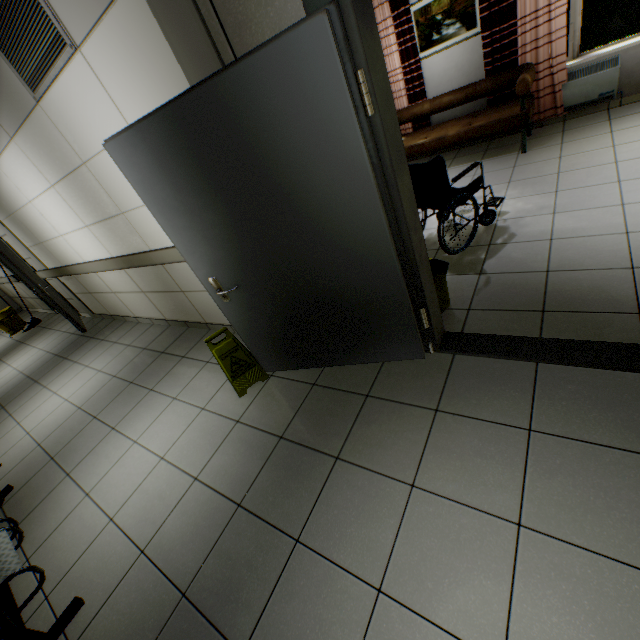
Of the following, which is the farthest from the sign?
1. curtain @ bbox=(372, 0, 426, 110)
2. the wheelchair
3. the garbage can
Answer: curtain @ bbox=(372, 0, 426, 110)

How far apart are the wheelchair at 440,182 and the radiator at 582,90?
2.6 meters

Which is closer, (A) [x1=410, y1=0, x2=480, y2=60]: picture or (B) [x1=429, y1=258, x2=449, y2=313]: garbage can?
(B) [x1=429, y1=258, x2=449, y2=313]: garbage can

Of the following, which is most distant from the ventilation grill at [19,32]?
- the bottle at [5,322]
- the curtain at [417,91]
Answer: the bottle at [5,322]

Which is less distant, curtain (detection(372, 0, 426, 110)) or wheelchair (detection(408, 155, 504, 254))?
wheelchair (detection(408, 155, 504, 254))

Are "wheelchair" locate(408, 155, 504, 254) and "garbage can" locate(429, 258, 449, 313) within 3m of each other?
yes

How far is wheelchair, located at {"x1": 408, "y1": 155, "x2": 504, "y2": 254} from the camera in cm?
296

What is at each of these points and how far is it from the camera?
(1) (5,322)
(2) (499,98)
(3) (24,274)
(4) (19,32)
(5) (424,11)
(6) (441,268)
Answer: (1) bottle, 7.6 meters
(2) curtain, 5.0 meters
(3) door, 5.2 meters
(4) ventilation grill, 2.3 meters
(5) picture, 4.8 meters
(6) garbage can, 2.5 meters
